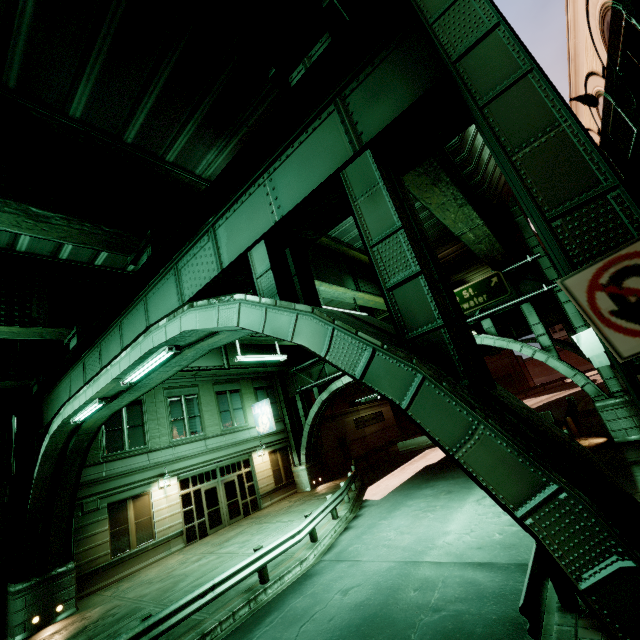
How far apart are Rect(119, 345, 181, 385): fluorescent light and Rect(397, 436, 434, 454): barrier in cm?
2559

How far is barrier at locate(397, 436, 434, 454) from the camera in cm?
2795

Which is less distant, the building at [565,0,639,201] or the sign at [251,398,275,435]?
the building at [565,0,639,201]

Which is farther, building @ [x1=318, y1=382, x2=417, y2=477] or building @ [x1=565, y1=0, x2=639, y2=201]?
building @ [x1=318, y1=382, x2=417, y2=477]

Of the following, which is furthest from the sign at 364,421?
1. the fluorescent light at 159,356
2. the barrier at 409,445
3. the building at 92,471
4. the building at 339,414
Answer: the fluorescent light at 159,356

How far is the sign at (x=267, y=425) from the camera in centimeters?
2297cm

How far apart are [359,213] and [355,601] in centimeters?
909cm

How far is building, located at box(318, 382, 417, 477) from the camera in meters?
28.7
